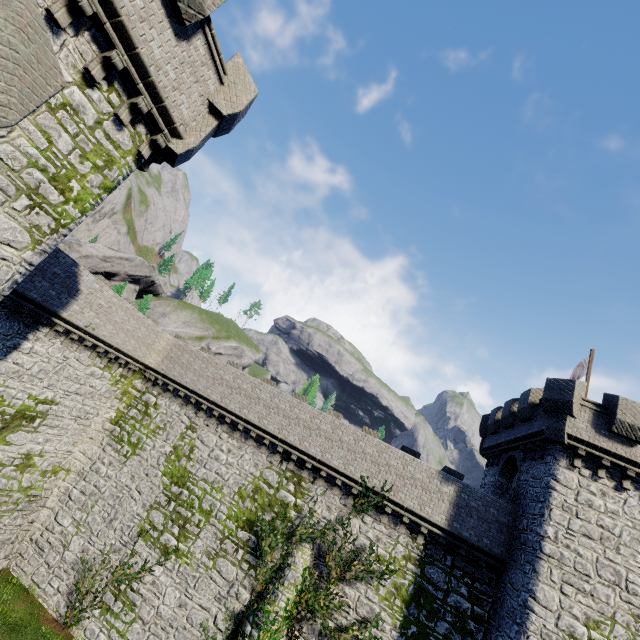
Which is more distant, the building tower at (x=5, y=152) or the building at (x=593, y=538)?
the building at (x=593, y=538)

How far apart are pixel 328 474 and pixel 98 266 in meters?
55.0

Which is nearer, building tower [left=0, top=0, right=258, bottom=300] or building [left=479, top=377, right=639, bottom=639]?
building tower [left=0, top=0, right=258, bottom=300]

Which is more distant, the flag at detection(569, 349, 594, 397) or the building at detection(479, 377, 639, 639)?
the flag at detection(569, 349, 594, 397)

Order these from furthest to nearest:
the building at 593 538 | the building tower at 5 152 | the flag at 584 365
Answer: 1. the flag at 584 365
2. the building at 593 538
3. the building tower at 5 152

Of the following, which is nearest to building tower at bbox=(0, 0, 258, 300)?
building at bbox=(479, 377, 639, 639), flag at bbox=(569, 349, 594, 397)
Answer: building at bbox=(479, 377, 639, 639)

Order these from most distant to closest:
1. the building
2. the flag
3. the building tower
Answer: the flag → the building → the building tower

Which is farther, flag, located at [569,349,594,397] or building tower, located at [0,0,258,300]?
flag, located at [569,349,594,397]
